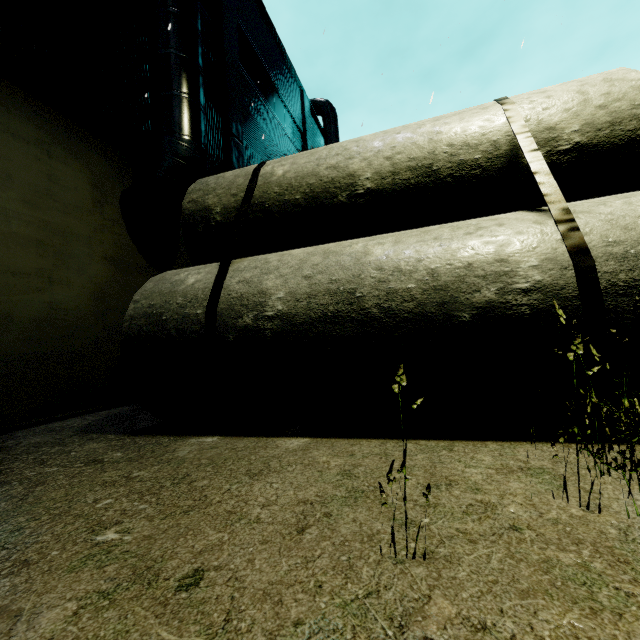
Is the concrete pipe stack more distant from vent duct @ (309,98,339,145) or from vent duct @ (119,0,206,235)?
vent duct @ (309,98,339,145)

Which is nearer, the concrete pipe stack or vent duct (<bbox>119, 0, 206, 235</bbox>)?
the concrete pipe stack

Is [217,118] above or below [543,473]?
above

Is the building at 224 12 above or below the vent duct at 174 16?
above

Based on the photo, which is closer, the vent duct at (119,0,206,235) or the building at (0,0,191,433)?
the building at (0,0,191,433)

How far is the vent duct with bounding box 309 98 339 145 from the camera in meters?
19.5

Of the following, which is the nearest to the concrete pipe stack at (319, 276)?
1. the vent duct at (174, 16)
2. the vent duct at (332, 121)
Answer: the vent duct at (174, 16)

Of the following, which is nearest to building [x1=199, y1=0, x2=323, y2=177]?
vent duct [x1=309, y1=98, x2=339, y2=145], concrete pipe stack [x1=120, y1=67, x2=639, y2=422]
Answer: vent duct [x1=309, y1=98, x2=339, y2=145]
